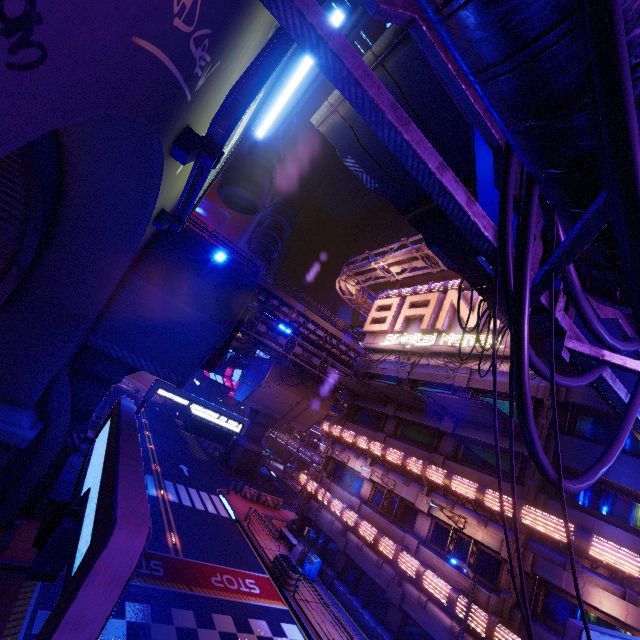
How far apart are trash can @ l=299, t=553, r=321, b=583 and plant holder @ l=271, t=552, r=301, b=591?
1.2m

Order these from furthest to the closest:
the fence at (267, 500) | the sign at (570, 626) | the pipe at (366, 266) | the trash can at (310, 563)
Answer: the fence at (267, 500), the pipe at (366, 266), the trash can at (310, 563), the sign at (570, 626)

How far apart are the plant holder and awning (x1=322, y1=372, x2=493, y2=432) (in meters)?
11.49

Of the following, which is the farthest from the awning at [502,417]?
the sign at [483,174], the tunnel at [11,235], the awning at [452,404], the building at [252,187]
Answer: the tunnel at [11,235]

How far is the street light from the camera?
21.6 meters

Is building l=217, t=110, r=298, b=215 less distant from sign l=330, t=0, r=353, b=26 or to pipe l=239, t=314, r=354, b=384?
sign l=330, t=0, r=353, b=26

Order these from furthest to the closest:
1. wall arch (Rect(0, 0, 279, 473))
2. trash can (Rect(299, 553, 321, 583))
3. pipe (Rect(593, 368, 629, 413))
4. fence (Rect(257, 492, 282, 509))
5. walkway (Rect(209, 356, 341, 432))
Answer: walkway (Rect(209, 356, 341, 432)) → fence (Rect(257, 492, 282, 509)) → trash can (Rect(299, 553, 321, 583)) → pipe (Rect(593, 368, 629, 413)) → wall arch (Rect(0, 0, 279, 473))

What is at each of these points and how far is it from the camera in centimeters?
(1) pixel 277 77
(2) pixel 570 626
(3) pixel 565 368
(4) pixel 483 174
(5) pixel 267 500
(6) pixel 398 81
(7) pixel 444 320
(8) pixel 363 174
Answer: (1) sign, 1062cm
(2) sign, 613cm
(3) awning, 1489cm
(4) sign, 458cm
(5) fence, 3125cm
(6) awning, 705cm
(7) sign, 2252cm
(8) awning, 977cm
